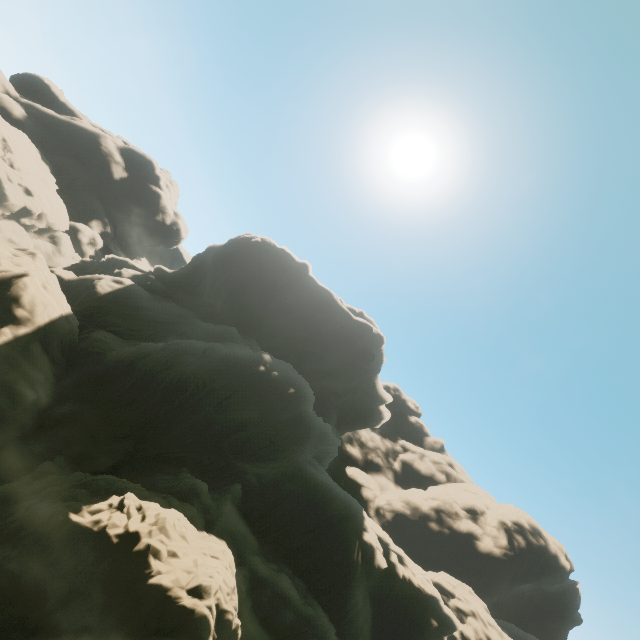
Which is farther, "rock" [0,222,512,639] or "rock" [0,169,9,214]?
"rock" [0,169,9,214]

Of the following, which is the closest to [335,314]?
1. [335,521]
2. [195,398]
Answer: [195,398]

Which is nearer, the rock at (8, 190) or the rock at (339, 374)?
the rock at (339, 374)
